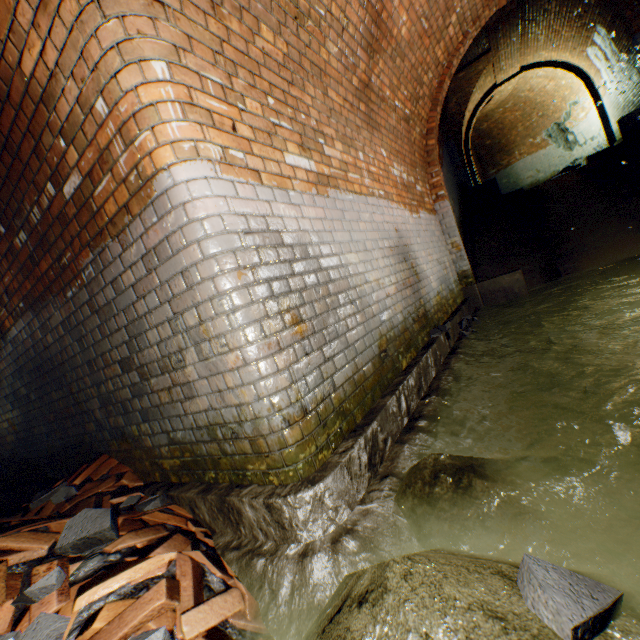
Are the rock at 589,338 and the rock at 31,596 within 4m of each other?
no

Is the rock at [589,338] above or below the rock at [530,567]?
below

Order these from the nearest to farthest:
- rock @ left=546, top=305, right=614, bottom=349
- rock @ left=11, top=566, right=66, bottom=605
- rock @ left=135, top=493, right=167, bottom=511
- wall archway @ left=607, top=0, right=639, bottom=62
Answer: rock @ left=11, top=566, right=66, bottom=605
rock @ left=135, top=493, right=167, bottom=511
rock @ left=546, top=305, right=614, bottom=349
wall archway @ left=607, top=0, right=639, bottom=62

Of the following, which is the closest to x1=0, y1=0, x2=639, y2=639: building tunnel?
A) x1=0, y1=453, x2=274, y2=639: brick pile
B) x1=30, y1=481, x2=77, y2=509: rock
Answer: x1=0, y1=453, x2=274, y2=639: brick pile

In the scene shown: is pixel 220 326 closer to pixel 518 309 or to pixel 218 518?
pixel 218 518

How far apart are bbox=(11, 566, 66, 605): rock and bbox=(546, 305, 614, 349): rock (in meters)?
4.58

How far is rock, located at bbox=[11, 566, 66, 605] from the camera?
1.3m

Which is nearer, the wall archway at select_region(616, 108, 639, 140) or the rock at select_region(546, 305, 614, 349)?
the rock at select_region(546, 305, 614, 349)
